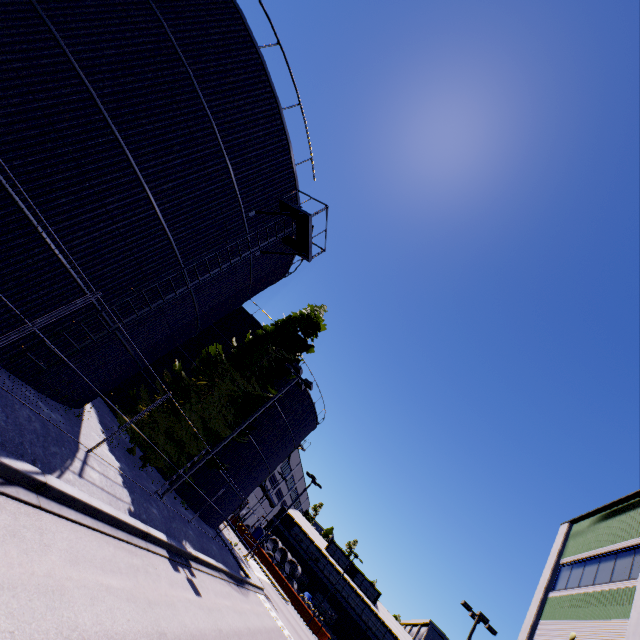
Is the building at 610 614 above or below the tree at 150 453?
above

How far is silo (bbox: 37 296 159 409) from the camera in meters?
10.2 m

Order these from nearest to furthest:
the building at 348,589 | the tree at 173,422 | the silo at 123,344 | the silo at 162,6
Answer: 1. the silo at 162,6
2. the silo at 123,344
3. the tree at 173,422
4. the building at 348,589

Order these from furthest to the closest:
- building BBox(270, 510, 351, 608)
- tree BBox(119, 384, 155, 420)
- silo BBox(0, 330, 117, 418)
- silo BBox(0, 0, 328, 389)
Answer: building BBox(270, 510, 351, 608), tree BBox(119, 384, 155, 420), silo BBox(0, 330, 117, 418), silo BBox(0, 0, 328, 389)

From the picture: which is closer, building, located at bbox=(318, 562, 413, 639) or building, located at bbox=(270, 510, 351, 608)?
building, located at bbox=(318, 562, 413, 639)

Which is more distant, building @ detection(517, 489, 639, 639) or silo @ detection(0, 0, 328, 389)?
building @ detection(517, 489, 639, 639)

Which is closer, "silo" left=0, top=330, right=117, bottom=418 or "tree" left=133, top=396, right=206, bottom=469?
"silo" left=0, top=330, right=117, bottom=418

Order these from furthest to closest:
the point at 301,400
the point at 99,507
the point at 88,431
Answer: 1. the point at 301,400
2. the point at 88,431
3. the point at 99,507
